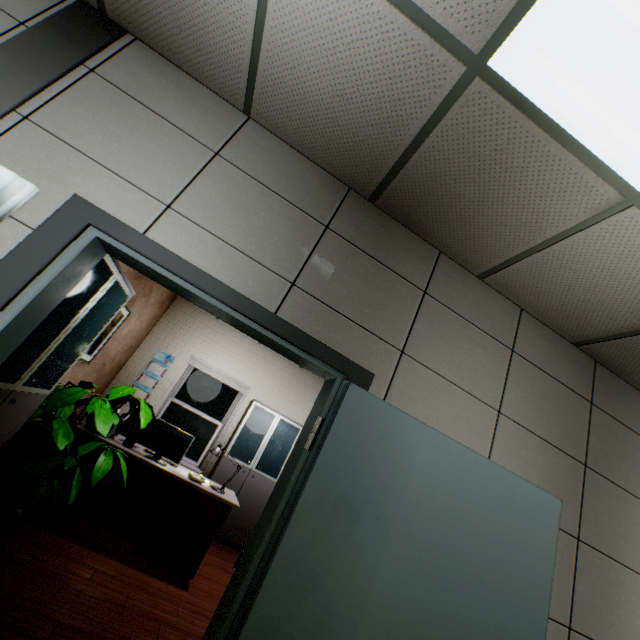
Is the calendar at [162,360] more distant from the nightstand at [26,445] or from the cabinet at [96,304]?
the cabinet at [96,304]

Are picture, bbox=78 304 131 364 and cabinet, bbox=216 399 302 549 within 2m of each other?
no

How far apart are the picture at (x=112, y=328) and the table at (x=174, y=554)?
0.88m

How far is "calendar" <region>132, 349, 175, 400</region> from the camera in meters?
5.8 m

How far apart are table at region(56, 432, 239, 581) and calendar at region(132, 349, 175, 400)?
2.4m

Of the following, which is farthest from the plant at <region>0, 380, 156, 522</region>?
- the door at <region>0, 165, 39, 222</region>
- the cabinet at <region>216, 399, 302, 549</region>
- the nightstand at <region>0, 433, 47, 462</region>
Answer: the cabinet at <region>216, 399, 302, 549</region>

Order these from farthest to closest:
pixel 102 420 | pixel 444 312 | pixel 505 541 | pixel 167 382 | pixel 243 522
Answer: pixel 167 382 → pixel 243 522 → pixel 102 420 → pixel 444 312 → pixel 505 541

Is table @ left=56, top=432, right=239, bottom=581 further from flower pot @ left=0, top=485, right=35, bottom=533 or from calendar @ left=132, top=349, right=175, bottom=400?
calendar @ left=132, top=349, right=175, bottom=400
